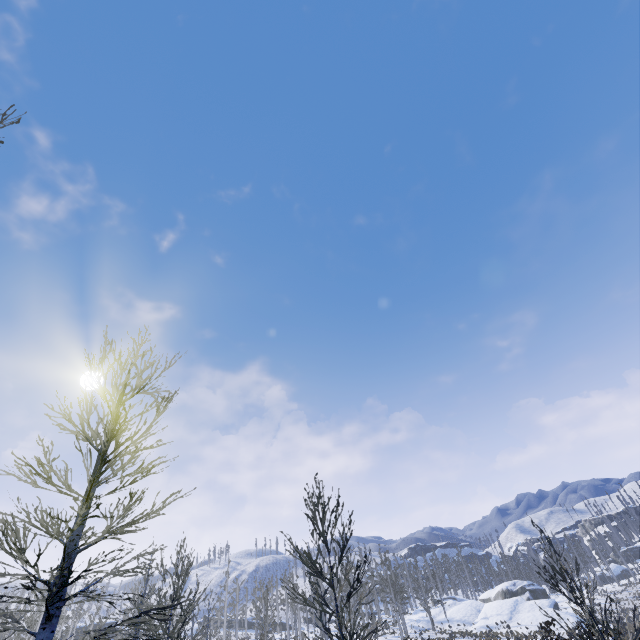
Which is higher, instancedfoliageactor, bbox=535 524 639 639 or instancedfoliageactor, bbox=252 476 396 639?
instancedfoliageactor, bbox=252 476 396 639

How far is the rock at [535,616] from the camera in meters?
39.4

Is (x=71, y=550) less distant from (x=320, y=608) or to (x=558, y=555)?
(x=558, y=555)

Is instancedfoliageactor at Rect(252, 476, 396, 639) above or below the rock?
above

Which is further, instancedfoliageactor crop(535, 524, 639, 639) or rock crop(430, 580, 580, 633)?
rock crop(430, 580, 580, 633)

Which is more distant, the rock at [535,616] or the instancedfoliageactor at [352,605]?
the rock at [535,616]

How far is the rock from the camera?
39.4m
